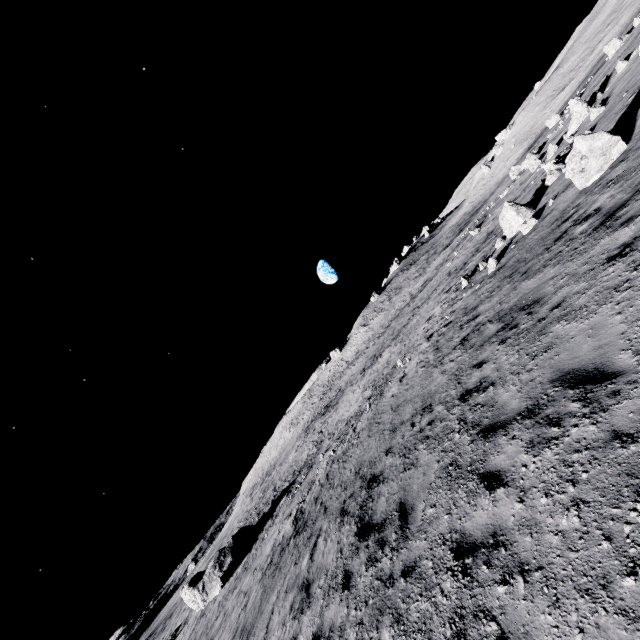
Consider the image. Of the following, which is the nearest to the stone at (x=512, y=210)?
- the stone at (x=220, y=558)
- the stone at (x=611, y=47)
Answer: the stone at (x=611, y=47)

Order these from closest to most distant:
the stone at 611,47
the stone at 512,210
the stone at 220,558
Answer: the stone at 512,210 < the stone at 220,558 < the stone at 611,47

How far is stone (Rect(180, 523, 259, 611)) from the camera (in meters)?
25.69

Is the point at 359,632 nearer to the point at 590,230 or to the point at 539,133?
the point at 590,230

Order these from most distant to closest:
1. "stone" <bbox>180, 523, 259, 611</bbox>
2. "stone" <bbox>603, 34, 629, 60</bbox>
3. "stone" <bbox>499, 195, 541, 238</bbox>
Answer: "stone" <bbox>603, 34, 629, 60</bbox>
"stone" <bbox>180, 523, 259, 611</bbox>
"stone" <bbox>499, 195, 541, 238</bbox>

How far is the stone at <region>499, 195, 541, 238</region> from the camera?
13.7 meters

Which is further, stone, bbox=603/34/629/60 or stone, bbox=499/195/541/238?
stone, bbox=603/34/629/60

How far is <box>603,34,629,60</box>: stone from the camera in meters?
27.6
